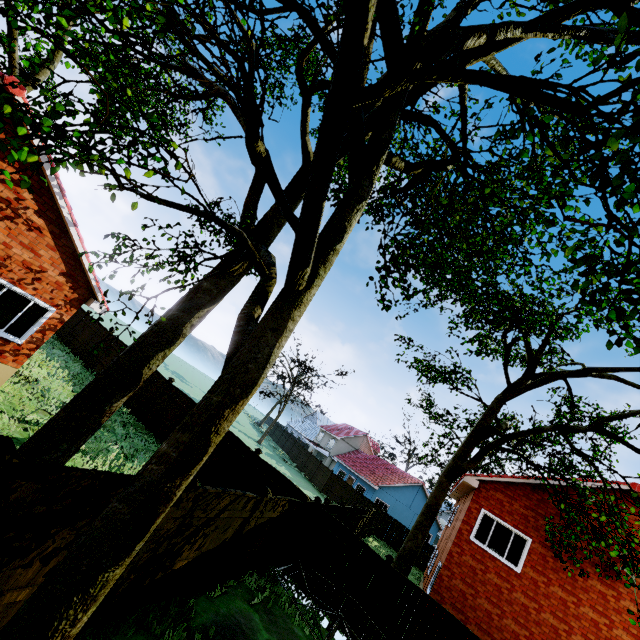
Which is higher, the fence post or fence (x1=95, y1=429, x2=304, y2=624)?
the fence post

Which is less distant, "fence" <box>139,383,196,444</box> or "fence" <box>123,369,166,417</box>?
"fence" <box>139,383,196,444</box>

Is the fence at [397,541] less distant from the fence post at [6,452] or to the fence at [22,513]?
the fence at [22,513]

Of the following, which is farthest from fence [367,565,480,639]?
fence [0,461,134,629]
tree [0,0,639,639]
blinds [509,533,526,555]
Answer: blinds [509,533,526,555]

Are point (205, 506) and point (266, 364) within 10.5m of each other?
yes

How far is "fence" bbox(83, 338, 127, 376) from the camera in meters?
18.6

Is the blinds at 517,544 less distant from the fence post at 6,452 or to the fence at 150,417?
the fence at 150,417
